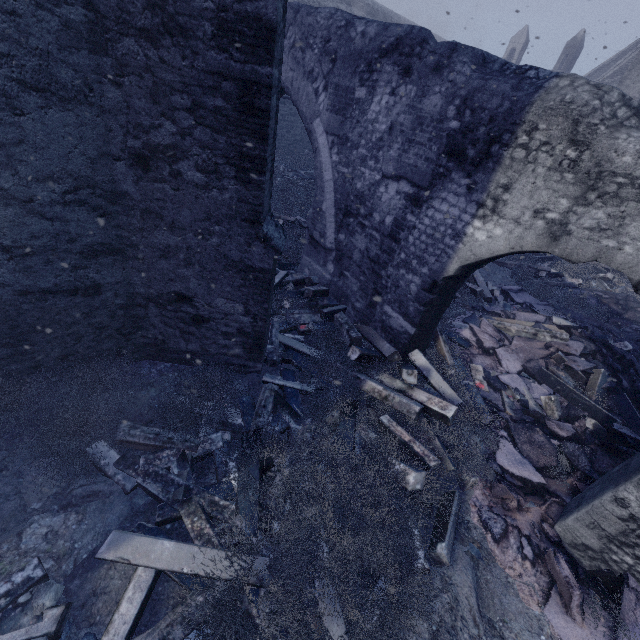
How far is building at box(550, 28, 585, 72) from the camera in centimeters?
3117cm

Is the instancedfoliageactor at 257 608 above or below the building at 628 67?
below

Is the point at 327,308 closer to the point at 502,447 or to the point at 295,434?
the point at 295,434

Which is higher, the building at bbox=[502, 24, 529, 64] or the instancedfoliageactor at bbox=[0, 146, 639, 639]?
the building at bbox=[502, 24, 529, 64]

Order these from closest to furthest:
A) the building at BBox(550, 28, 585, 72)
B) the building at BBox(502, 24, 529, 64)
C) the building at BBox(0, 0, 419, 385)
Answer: the building at BBox(0, 0, 419, 385) → the building at BBox(550, 28, 585, 72) → the building at BBox(502, 24, 529, 64)

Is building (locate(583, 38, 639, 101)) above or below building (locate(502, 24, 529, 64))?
below

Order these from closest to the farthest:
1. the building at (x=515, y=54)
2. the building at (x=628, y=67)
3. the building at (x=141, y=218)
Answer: the building at (x=141, y=218) < the building at (x=628, y=67) < the building at (x=515, y=54)
